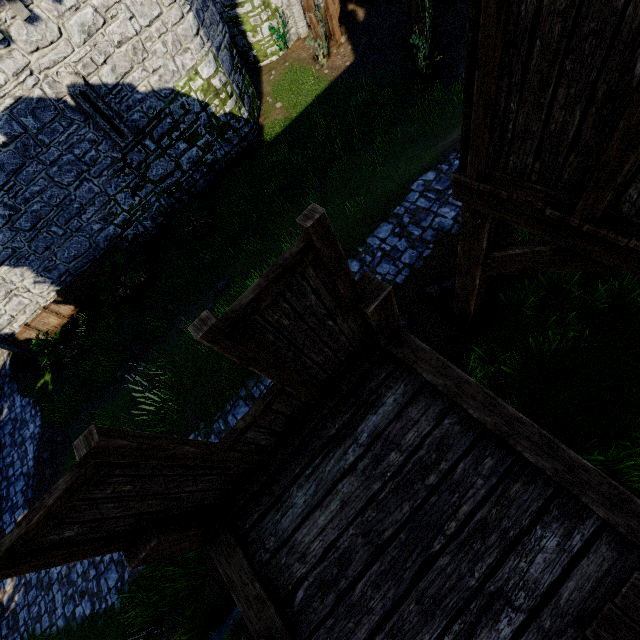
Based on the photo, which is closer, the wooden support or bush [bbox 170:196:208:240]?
bush [bbox 170:196:208:240]

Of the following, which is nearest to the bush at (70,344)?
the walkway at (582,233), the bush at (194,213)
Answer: the bush at (194,213)

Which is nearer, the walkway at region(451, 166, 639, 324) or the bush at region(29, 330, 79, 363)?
the walkway at region(451, 166, 639, 324)

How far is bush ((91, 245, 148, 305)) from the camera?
13.0 meters

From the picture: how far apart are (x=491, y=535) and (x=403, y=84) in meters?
16.2 m

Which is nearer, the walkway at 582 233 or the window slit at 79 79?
the walkway at 582 233

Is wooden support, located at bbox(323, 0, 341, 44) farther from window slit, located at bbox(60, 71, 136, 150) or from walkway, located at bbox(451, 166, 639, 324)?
walkway, located at bbox(451, 166, 639, 324)

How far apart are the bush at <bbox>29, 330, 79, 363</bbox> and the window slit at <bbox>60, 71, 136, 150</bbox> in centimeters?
743cm
